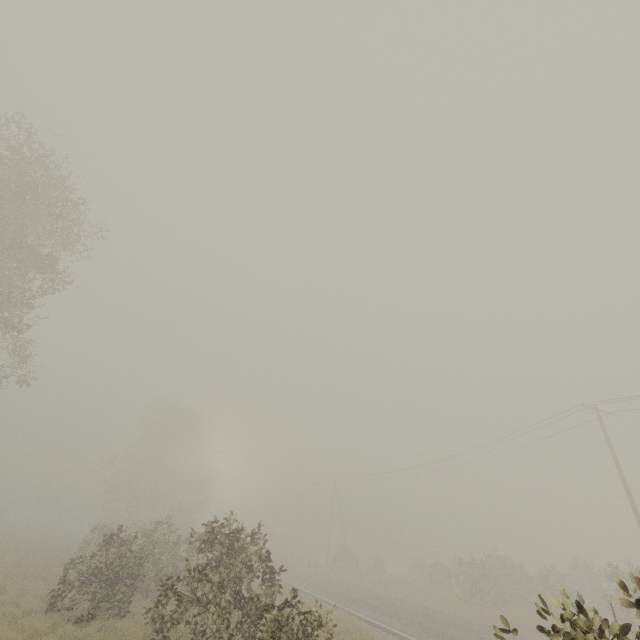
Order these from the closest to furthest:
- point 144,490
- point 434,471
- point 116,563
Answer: point 116,563 < point 434,471 < point 144,490
